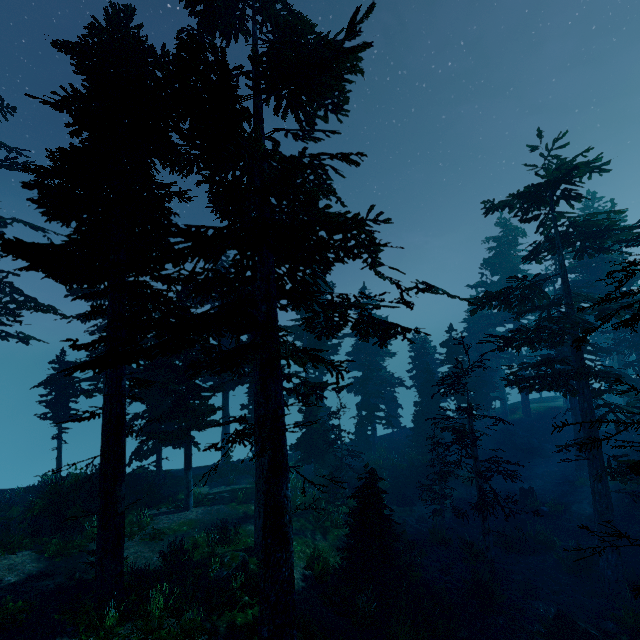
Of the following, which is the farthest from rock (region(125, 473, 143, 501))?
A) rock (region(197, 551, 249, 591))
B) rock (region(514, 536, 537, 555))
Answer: rock (region(514, 536, 537, 555))

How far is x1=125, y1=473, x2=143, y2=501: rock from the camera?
19.9 meters

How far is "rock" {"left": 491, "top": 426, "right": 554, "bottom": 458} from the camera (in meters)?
30.55

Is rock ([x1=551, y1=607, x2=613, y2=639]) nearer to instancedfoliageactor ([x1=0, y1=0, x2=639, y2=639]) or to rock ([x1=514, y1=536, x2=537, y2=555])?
instancedfoliageactor ([x1=0, y1=0, x2=639, y2=639])

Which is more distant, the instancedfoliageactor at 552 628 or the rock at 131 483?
the rock at 131 483

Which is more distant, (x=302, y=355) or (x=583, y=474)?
(x=302, y=355)

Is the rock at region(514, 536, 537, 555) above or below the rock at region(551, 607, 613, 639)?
below
